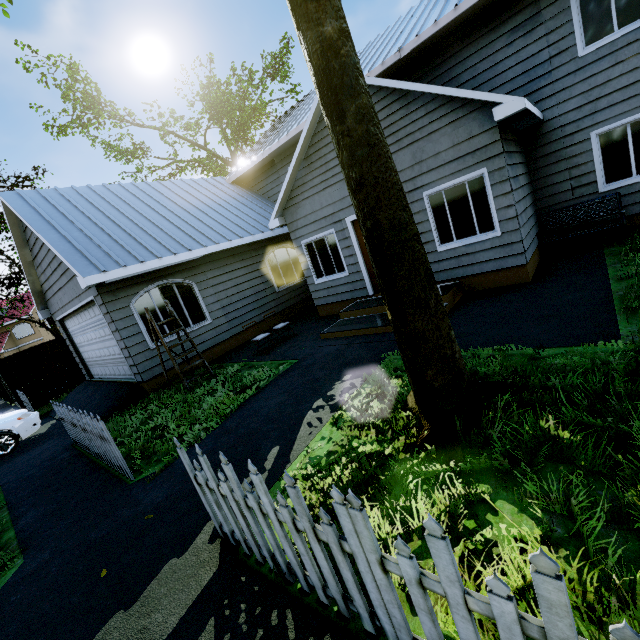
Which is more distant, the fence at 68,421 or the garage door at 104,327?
the garage door at 104,327

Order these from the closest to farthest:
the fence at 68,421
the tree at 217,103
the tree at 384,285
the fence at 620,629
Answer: the fence at 620,629, the tree at 384,285, the fence at 68,421, the tree at 217,103

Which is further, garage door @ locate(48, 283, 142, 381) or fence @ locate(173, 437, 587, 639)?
garage door @ locate(48, 283, 142, 381)

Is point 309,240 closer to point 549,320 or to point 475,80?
point 475,80

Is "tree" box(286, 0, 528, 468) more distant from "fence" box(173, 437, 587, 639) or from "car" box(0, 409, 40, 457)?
"car" box(0, 409, 40, 457)

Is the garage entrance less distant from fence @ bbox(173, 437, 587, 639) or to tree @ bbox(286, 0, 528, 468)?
tree @ bbox(286, 0, 528, 468)

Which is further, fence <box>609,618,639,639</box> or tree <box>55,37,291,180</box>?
tree <box>55,37,291,180</box>
